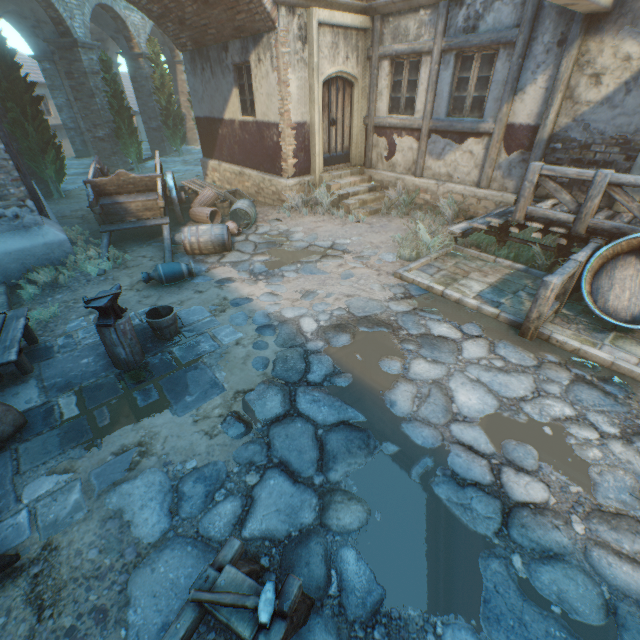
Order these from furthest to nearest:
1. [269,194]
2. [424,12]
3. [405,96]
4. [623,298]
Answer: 1. [269,194]
2. [405,96]
3. [424,12]
4. [623,298]

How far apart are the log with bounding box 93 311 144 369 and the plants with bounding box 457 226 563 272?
6.98m

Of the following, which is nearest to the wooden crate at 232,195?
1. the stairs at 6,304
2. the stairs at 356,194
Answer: the stairs at 356,194

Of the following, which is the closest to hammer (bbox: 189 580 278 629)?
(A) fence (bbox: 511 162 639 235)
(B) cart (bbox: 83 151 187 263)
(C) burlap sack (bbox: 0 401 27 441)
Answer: (C) burlap sack (bbox: 0 401 27 441)

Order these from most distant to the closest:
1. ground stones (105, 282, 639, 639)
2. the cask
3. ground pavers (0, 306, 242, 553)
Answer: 1. the cask
2. ground pavers (0, 306, 242, 553)
3. ground stones (105, 282, 639, 639)

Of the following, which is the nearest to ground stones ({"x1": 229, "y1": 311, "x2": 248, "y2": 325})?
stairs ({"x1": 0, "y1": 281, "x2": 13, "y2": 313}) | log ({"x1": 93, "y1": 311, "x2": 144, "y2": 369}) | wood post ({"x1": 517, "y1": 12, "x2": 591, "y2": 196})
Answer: log ({"x1": 93, "y1": 311, "x2": 144, "y2": 369})

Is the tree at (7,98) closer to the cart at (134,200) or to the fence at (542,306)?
the cart at (134,200)

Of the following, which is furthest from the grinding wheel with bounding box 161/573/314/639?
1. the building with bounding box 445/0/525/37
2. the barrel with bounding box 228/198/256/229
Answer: the barrel with bounding box 228/198/256/229
